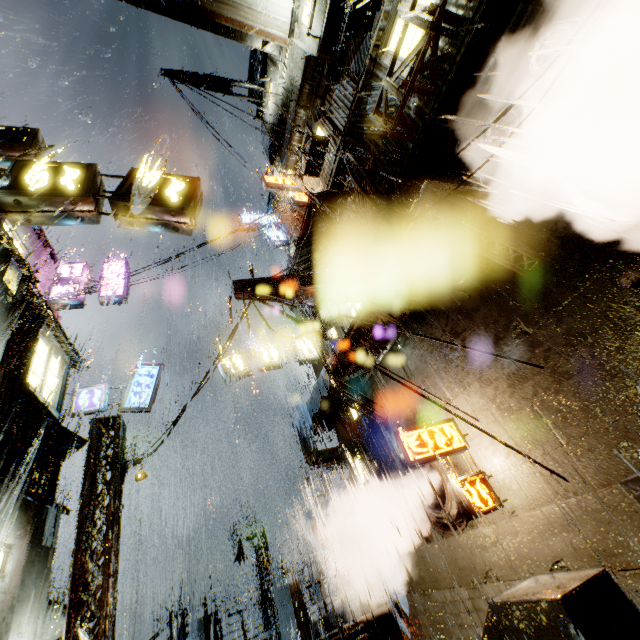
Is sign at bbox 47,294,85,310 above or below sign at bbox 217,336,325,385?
above

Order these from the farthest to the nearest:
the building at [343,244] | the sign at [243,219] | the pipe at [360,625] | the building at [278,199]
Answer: the sign at [243,219], the building at [278,199], the building at [343,244], the pipe at [360,625]

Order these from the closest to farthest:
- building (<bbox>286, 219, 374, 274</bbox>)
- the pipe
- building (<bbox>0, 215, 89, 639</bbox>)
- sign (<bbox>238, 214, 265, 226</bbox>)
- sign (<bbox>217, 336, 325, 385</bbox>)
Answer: building (<bbox>0, 215, 89, 639</bbox>), the pipe, building (<bbox>286, 219, 374, 274</bbox>), sign (<bbox>217, 336, 325, 385</bbox>), sign (<bbox>238, 214, 265, 226</bbox>)

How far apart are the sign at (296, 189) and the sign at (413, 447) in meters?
11.8 m

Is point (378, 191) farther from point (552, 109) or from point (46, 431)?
point (46, 431)

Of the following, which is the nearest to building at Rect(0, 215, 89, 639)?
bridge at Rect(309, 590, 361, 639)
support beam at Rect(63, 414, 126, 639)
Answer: bridge at Rect(309, 590, 361, 639)

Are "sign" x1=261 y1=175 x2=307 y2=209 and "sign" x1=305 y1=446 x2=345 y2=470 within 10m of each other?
no

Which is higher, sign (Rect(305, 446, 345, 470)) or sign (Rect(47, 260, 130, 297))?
sign (Rect(47, 260, 130, 297))
